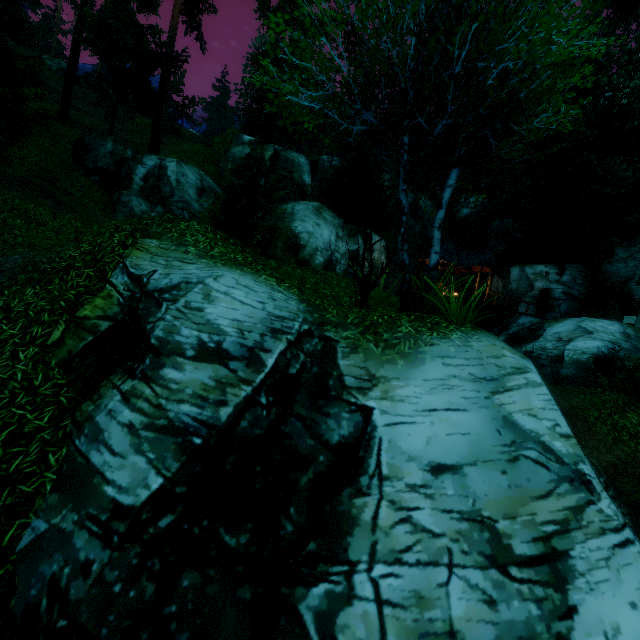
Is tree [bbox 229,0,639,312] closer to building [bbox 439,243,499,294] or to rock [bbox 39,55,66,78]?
building [bbox 439,243,499,294]

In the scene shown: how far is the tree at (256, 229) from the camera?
14.3 meters

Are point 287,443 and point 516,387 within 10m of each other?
yes

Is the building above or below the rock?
below

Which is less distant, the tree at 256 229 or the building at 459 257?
the tree at 256 229

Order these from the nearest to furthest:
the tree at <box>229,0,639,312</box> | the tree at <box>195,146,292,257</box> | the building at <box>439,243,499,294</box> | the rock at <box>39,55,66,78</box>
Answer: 1. the tree at <box>229,0,639,312</box>
2. the tree at <box>195,146,292,257</box>
3. the building at <box>439,243,499,294</box>
4. the rock at <box>39,55,66,78</box>
